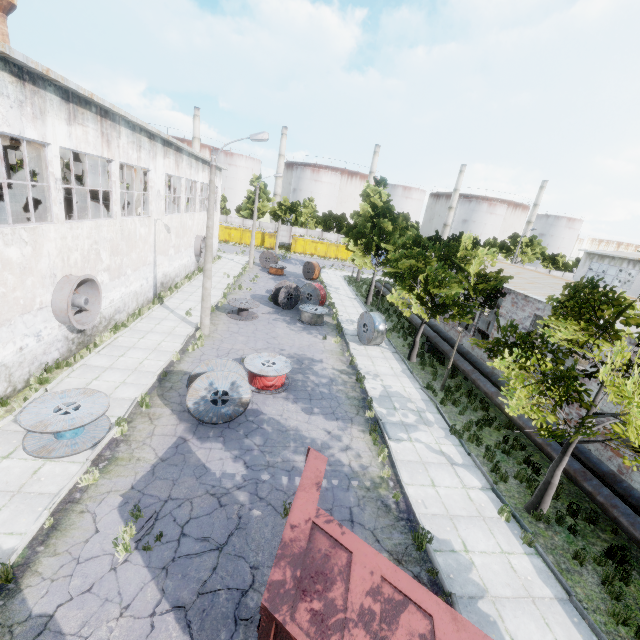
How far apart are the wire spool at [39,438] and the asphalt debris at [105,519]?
2.01m

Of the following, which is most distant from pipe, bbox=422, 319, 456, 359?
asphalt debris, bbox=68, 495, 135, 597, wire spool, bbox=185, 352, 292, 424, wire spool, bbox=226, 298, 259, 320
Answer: asphalt debris, bbox=68, 495, 135, 597

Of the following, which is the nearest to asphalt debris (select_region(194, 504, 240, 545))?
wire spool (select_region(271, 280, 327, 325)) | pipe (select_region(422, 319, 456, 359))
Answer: pipe (select_region(422, 319, 456, 359))

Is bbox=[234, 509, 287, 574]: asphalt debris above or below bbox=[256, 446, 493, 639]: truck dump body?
below

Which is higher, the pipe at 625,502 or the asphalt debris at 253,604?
the pipe at 625,502

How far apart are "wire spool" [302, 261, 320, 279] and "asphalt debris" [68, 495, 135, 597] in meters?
28.2

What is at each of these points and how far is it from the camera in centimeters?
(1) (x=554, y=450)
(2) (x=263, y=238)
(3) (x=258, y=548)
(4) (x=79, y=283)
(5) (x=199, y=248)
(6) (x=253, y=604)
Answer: (1) pipe, 1071cm
(2) garbage container, 5181cm
(3) asphalt debris, 727cm
(4) fan, 1338cm
(5) fan, 2877cm
(6) asphalt debris, 625cm

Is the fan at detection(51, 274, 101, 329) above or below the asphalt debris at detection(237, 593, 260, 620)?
above
